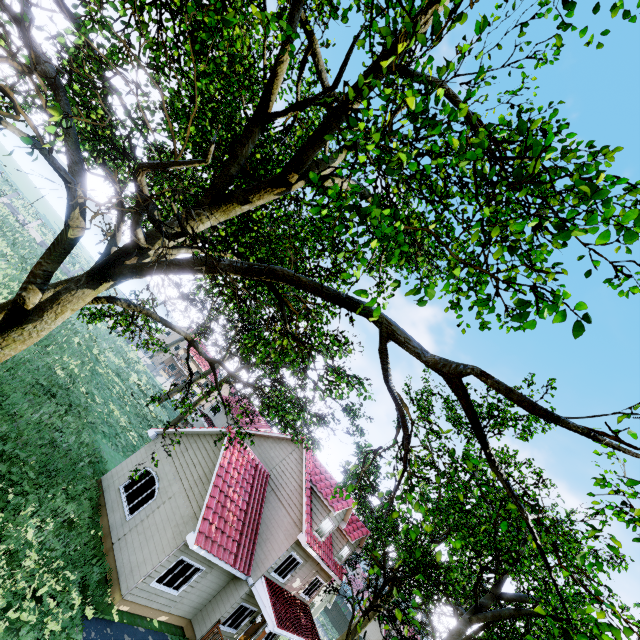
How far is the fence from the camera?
50.29m

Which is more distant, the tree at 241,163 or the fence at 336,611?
the fence at 336,611

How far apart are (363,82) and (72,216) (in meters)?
5.32

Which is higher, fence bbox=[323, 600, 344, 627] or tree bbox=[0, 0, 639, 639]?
tree bbox=[0, 0, 639, 639]

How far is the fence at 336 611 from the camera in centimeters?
5029cm

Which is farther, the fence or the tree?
the fence
